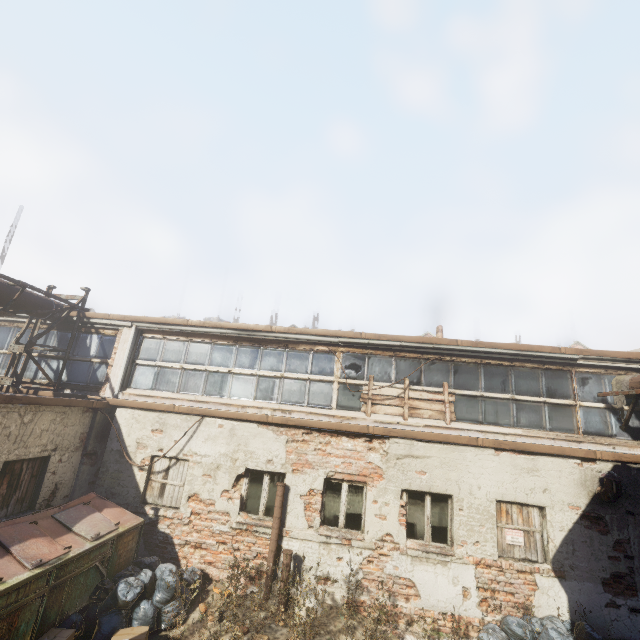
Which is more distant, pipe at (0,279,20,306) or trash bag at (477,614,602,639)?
pipe at (0,279,20,306)

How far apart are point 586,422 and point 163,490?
10.6 meters

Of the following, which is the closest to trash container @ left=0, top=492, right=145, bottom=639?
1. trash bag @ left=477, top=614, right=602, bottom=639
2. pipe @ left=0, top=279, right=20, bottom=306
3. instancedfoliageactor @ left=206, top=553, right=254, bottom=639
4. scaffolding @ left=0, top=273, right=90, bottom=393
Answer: instancedfoliageactor @ left=206, top=553, right=254, bottom=639

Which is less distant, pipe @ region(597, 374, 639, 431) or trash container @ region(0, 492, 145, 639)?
trash container @ region(0, 492, 145, 639)

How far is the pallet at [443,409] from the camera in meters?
8.2

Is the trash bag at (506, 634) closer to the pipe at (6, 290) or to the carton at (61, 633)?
the pipe at (6, 290)

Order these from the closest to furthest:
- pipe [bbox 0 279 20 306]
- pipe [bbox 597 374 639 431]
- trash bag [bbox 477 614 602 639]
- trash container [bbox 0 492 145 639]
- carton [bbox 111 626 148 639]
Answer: trash container [bbox 0 492 145 639] → carton [bbox 111 626 148 639] → trash bag [bbox 477 614 602 639] → pipe [bbox 597 374 639 431] → pipe [bbox 0 279 20 306]

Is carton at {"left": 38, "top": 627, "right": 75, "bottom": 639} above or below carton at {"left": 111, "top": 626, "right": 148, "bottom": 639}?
above
